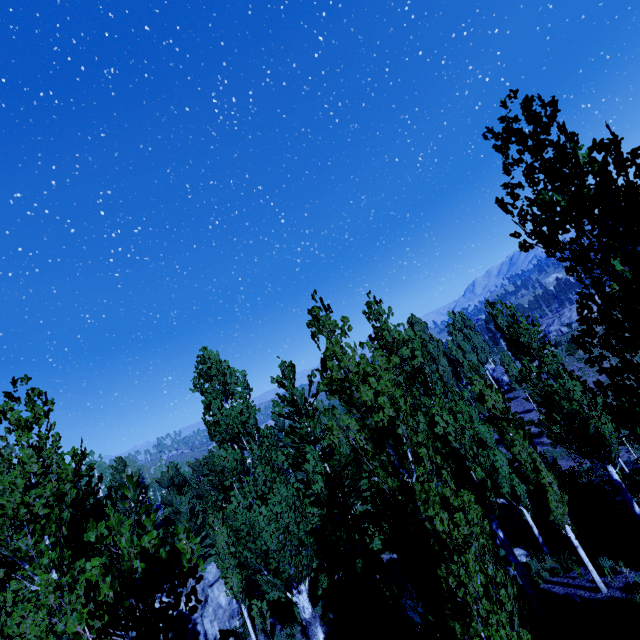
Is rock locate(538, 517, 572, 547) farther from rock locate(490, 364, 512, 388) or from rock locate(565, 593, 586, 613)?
rock locate(490, 364, 512, 388)

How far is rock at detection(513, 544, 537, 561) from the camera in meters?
14.9 m

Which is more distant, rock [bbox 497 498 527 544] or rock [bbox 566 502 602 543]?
rock [bbox 497 498 527 544]

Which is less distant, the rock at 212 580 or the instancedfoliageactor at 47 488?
the instancedfoliageactor at 47 488

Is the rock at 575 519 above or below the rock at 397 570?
below

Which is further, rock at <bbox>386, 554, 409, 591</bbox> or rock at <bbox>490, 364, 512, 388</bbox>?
rock at <bbox>490, 364, 512, 388</bbox>

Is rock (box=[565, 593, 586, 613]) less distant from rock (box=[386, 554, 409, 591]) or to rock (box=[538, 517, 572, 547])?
rock (box=[538, 517, 572, 547])

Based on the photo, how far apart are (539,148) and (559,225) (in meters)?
1.17
